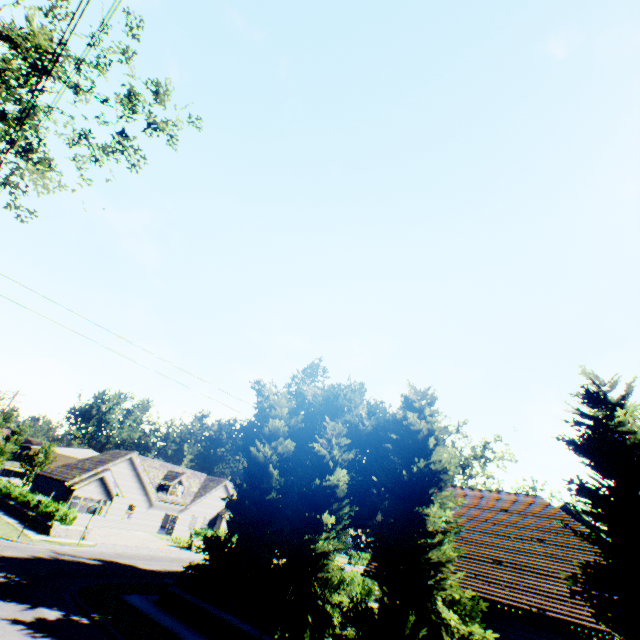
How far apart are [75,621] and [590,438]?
19.0 meters

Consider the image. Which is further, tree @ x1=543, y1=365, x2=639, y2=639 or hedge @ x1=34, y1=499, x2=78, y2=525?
hedge @ x1=34, y1=499, x2=78, y2=525

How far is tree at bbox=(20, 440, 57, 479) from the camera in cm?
5169

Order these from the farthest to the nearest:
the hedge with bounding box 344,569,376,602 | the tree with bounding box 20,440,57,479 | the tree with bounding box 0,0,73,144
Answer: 1. the tree with bounding box 20,440,57,479
2. the hedge with bounding box 344,569,376,602
3. the tree with bounding box 0,0,73,144

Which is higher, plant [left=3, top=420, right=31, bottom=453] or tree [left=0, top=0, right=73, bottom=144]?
tree [left=0, top=0, right=73, bottom=144]

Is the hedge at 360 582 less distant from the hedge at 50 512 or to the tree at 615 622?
the tree at 615 622

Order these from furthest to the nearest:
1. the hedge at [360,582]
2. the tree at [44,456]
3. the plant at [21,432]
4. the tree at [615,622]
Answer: the plant at [21,432] → the tree at [44,456] → the hedge at [360,582] → the tree at [615,622]
